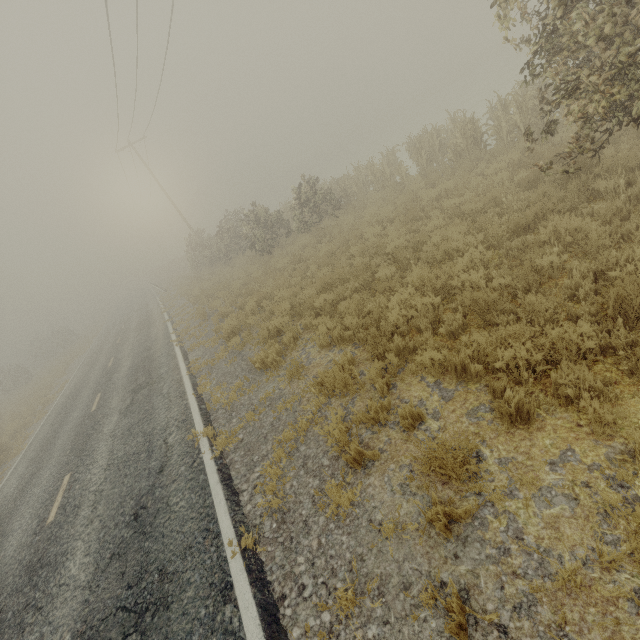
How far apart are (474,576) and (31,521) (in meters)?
9.60

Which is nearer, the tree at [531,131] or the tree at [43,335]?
the tree at [531,131]

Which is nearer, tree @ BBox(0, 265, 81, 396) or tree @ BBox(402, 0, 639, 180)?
tree @ BBox(402, 0, 639, 180)
